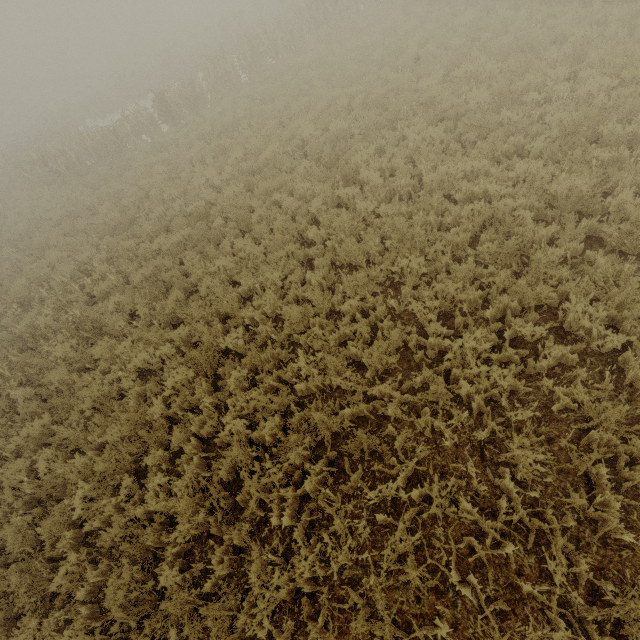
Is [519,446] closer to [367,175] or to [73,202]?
[367,175]
